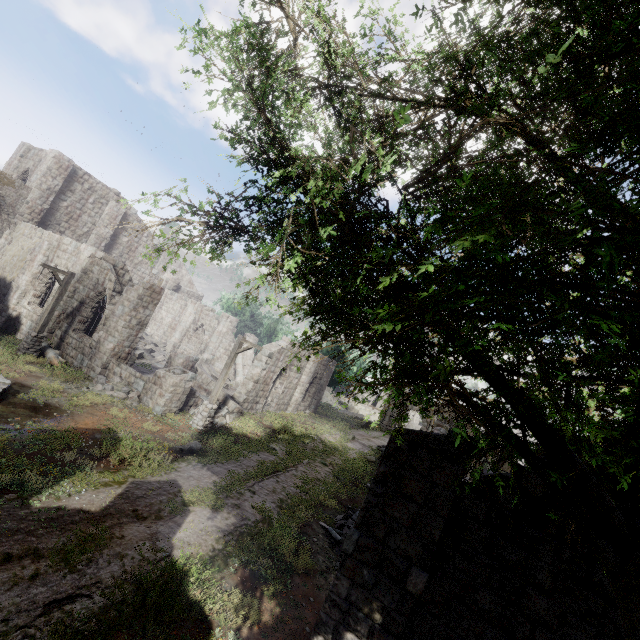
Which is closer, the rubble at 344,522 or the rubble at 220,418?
the rubble at 344,522

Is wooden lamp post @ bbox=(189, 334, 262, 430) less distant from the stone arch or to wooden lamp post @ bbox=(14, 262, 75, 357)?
wooden lamp post @ bbox=(14, 262, 75, 357)

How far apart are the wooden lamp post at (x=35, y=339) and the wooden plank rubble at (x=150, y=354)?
8.07m

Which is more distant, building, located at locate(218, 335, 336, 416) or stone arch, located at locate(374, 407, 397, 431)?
stone arch, located at locate(374, 407, 397, 431)

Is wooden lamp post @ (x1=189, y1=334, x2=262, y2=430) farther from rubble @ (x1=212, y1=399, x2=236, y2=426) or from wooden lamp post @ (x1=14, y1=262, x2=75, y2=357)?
wooden lamp post @ (x1=14, y1=262, x2=75, y2=357)

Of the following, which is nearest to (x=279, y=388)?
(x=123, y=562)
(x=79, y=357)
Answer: (x=79, y=357)

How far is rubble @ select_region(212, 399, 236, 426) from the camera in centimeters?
1706cm

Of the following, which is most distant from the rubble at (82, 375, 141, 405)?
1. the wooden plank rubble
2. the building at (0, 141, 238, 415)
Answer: the wooden plank rubble
